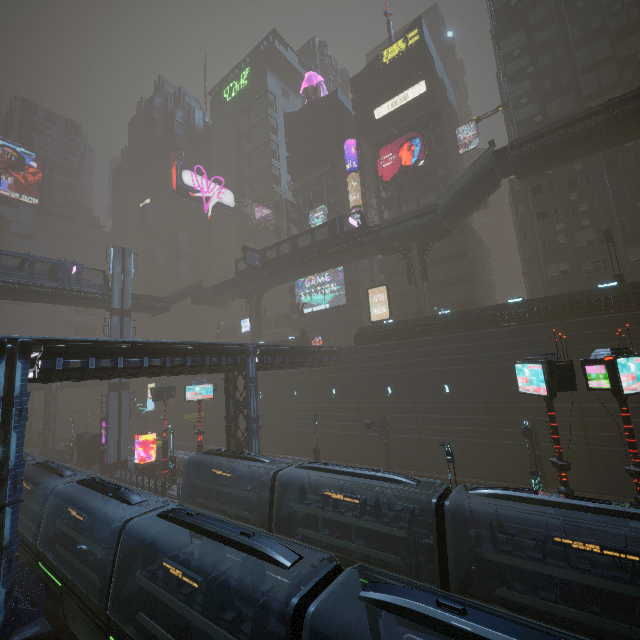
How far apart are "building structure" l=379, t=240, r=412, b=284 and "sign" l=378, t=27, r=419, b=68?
30.5m

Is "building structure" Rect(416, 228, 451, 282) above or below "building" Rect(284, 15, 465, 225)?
below

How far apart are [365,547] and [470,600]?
4.0 meters

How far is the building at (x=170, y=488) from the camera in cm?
2727

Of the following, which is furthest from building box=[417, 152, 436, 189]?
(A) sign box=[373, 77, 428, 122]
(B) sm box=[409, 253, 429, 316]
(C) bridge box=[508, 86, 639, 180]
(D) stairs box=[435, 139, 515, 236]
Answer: (D) stairs box=[435, 139, 515, 236]

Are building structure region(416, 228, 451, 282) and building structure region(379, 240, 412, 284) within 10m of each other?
yes

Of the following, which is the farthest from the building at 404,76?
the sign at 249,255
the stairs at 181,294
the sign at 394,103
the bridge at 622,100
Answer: the sign at 249,255

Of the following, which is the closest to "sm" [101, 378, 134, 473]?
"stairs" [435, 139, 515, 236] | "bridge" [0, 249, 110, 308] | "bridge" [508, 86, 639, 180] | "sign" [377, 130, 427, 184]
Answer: "bridge" [0, 249, 110, 308]
